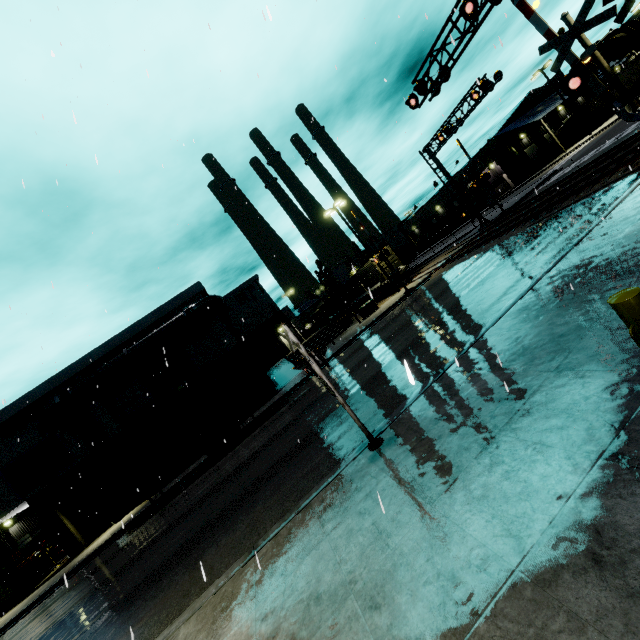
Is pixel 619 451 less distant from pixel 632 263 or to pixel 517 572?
pixel 517 572

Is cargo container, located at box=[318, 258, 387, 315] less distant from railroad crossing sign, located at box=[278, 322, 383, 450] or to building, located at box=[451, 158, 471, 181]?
building, located at box=[451, 158, 471, 181]

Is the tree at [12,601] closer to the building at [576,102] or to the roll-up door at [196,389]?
the building at [576,102]

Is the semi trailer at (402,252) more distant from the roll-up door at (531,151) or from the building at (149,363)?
the roll-up door at (531,151)

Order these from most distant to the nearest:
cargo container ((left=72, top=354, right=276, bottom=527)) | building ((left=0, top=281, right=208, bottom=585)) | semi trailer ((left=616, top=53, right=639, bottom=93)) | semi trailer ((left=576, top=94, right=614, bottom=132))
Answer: semi trailer ((left=576, top=94, right=614, bottom=132))
semi trailer ((left=616, top=53, right=639, bottom=93))
building ((left=0, top=281, right=208, bottom=585))
cargo container ((left=72, top=354, right=276, bottom=527))

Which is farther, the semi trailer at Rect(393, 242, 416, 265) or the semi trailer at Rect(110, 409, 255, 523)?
the semi trailer at Rect(393, 242, 416, 265)

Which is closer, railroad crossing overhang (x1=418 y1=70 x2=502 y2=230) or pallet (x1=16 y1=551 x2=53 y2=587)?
railroad crossing overhang (x1=418 y1=70 x2=502 y2=230)

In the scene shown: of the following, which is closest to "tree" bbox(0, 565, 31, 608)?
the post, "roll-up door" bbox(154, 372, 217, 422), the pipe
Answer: the pipe
